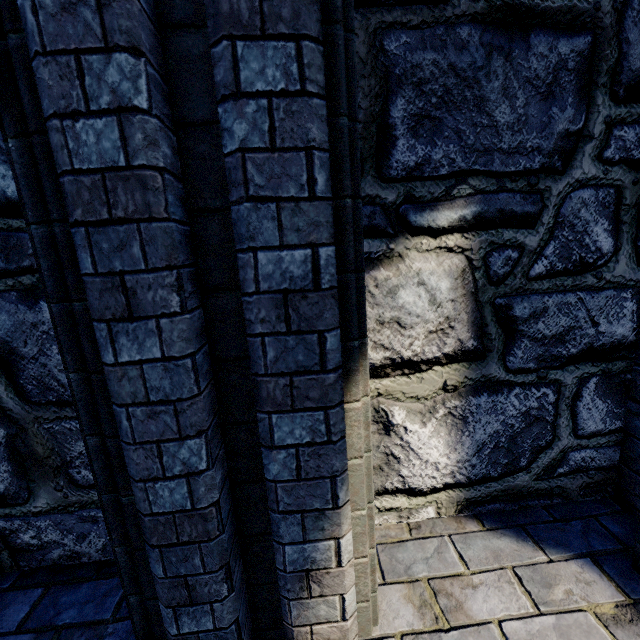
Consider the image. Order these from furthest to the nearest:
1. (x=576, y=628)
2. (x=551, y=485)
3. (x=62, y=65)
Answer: (x=551, y=485) → (x=576, y=628) → (x=62, y=65)
